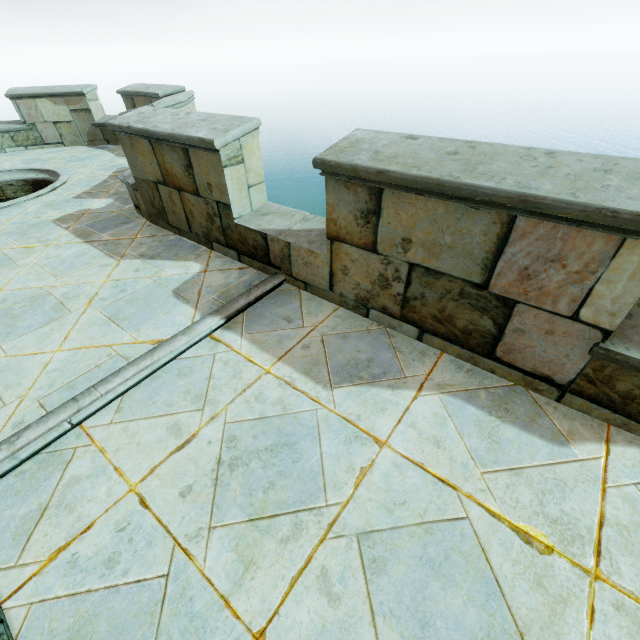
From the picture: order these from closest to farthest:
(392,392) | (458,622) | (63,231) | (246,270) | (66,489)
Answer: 1. (458,622)
2. (66,489)
3. (392,392)
4. (246,270)
5. (63,231)
